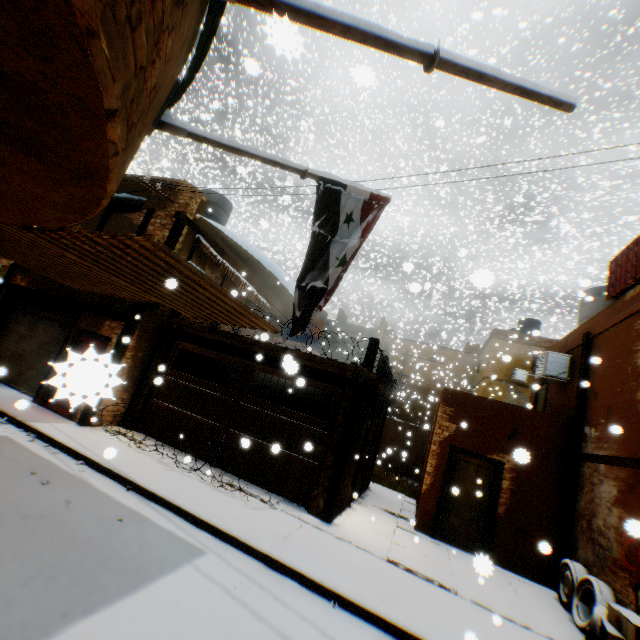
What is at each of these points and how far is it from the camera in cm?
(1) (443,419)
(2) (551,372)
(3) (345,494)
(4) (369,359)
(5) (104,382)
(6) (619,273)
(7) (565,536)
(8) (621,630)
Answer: (1) building, 970
(2) air conditioner, 1012
(3) building, 848
(4) wooden beam, 834
(5) wooden beam, 104
(6) wooden shield, 816
(7) wooden beam, 788
(8) cardboard box, 469

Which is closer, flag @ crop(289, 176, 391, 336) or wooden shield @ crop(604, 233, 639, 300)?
flag @ crop(289, 176, 391, 336)

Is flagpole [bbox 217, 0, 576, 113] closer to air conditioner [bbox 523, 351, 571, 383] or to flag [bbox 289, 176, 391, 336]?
flag [bbox 289, 176, 391, 336]

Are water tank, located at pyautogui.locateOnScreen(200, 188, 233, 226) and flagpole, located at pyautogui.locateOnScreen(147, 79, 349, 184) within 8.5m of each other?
no

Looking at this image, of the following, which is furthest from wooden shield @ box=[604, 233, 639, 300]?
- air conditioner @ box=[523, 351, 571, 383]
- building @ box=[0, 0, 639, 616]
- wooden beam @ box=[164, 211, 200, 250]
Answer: air conditioner @ box=[523, 351, 571, 383]

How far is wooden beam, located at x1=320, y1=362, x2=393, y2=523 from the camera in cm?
753

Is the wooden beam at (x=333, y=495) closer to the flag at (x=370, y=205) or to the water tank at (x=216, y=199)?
the flag at (x=370, y=205)

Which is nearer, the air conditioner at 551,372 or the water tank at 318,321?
the air conditioner at 551,372
